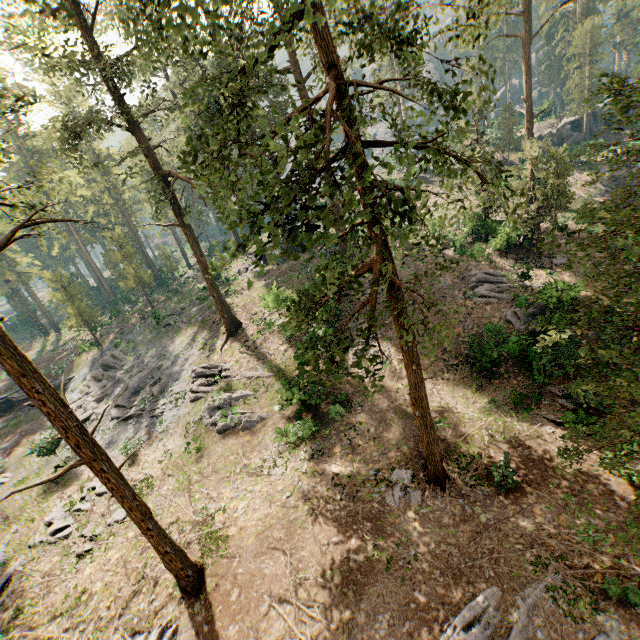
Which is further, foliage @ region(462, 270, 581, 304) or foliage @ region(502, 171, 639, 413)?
foliage @ region(462, 270, 581, 304)

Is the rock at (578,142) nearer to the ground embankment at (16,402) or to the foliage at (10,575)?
the foliage at (10,575)

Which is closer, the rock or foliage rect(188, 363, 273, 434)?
foliage rect(188, 363, 273, 434)

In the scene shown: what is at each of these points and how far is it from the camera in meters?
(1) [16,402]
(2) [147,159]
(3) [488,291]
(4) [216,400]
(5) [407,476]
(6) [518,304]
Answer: (1) ground embankment, 36.6 m
(2) foliage, 20.6 m
(3) foliage, 24.2 m
(4) foliage, 22.7 m
(5) foliage, 15.4 m
(6) foliage, 22.0 m

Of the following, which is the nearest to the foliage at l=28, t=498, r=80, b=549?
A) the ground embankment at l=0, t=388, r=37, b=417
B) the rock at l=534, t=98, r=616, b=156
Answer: the ground embankment at l=0, t=388, r=37, b=417

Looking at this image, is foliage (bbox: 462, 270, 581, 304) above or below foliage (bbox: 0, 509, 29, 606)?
above
